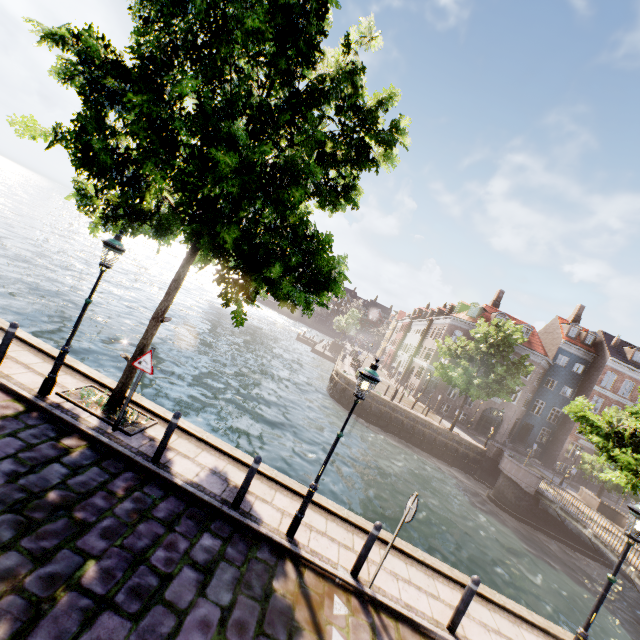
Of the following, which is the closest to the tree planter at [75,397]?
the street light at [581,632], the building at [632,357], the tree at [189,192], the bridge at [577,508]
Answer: the tree at [189,192]

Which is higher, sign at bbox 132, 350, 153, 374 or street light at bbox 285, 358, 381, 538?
street light at bbox 285, 358, 381, 538

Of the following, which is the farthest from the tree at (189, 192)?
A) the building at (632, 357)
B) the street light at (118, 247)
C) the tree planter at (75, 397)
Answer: the building at (632, 357)

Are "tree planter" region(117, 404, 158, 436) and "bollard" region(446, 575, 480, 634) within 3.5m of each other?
no

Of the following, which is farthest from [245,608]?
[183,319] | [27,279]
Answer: [183,319]

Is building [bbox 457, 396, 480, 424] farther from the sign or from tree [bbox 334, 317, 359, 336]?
the sign

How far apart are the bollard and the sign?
7.37m
